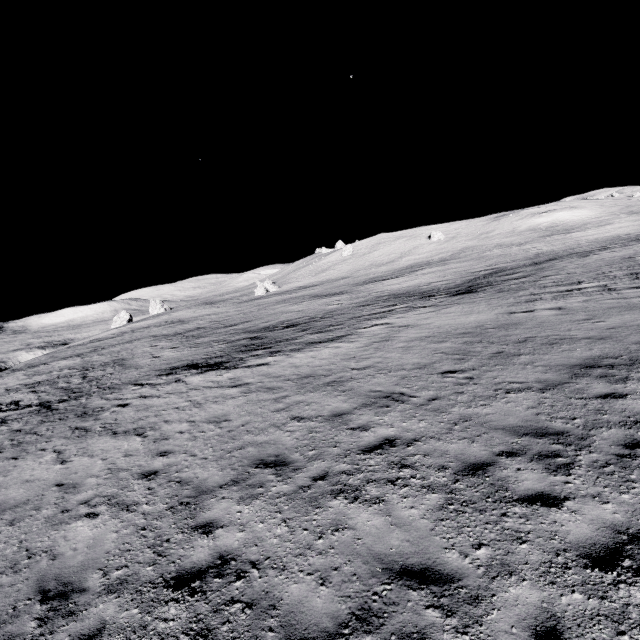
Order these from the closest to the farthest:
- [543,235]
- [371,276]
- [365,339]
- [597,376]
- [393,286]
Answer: [597,376], [365,339], [393,286], [543,235], [371,276]
